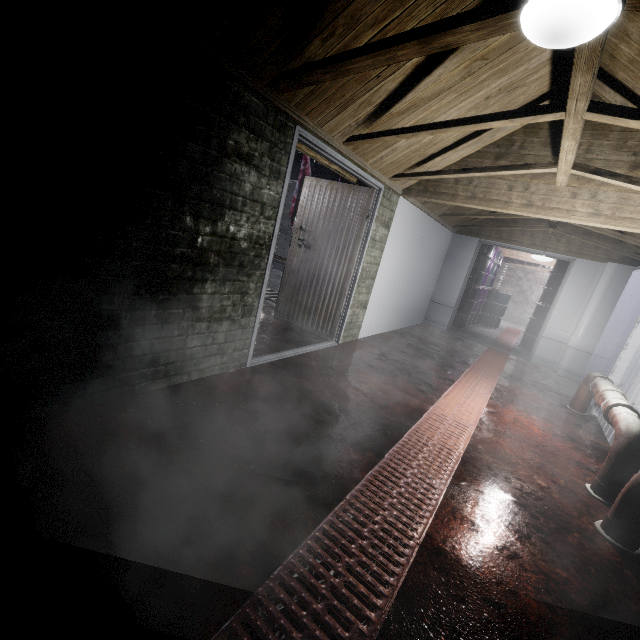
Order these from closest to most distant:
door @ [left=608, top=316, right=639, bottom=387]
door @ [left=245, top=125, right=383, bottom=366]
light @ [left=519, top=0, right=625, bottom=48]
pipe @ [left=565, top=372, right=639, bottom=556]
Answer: light @ [left=519, top=0, right=625, bottom=48] → pipe @ [left=565, top=372, right=639, bottom=556] → door @ [left=245, top=125, right=383, bottom=366] → door @ [left=608, top=316, right=639, bottom=387]

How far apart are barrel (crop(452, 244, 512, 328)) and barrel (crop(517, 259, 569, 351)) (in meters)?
1.29

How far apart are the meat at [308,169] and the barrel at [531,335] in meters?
5.4 m

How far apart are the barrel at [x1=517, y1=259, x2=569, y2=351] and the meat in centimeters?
537cm

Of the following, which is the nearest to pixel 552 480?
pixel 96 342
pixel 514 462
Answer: pixel 514 462

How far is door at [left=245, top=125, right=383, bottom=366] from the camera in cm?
275

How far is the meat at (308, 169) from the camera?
4.4m

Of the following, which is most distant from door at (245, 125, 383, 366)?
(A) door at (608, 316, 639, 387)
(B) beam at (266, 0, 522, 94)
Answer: (A) door at (608, 316, 639, 387)
